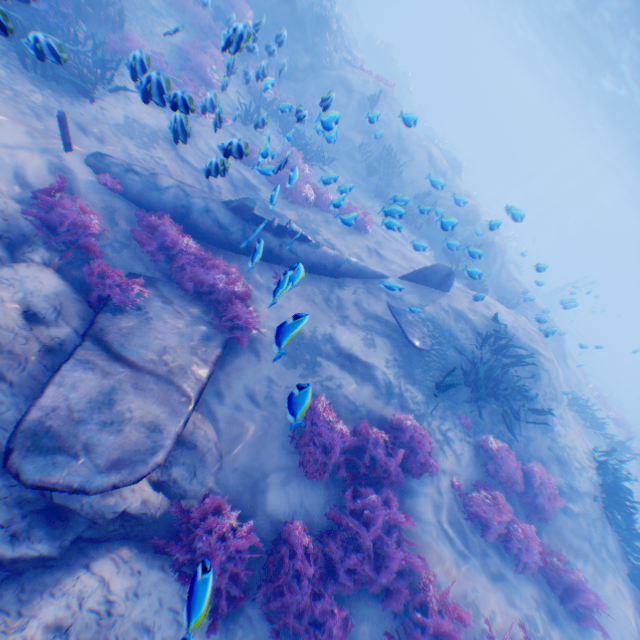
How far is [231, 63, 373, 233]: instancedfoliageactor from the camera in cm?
620

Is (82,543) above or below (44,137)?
below

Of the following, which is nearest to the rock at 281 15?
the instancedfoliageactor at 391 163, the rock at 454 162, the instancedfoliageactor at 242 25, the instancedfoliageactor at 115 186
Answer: the instancedfoliageactor at 242 25

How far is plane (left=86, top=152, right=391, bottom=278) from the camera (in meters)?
7.40

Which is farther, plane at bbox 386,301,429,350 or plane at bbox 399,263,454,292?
plane at bbox 399,263,454,292

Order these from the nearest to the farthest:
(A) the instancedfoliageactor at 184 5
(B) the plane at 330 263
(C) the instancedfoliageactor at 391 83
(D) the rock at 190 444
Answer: (D) the rock at 190 444
(A) the instancedfoliageactor at 184 5
(B) the plane at 330 263
(C) the instancedfoliageactor at 391 83

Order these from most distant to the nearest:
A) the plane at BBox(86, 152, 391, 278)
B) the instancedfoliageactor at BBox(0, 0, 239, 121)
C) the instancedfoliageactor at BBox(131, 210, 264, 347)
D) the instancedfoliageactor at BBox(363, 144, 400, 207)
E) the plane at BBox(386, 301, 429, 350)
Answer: the instancedfoliageactor at BBox(363, 144, 400, 207)
the plane at BBox(386, 301, 429, 350)
the plane at BBox(86, 152, 391, 278)
the instancedfoliageactor at BBox(131, 210, 264, 347)
the instancedfoliageactor at BBox(0, 0, 239, 121)
